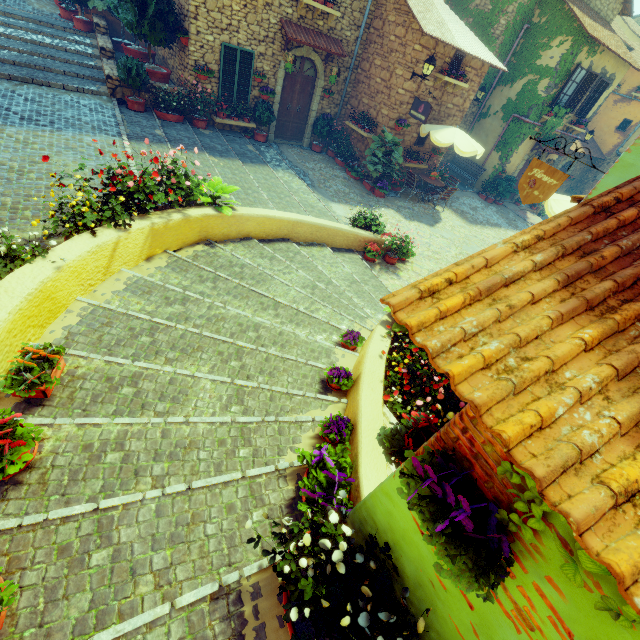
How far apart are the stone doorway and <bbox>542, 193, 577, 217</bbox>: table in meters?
9.1

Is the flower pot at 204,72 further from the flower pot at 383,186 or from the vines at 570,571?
the vines at 570,571

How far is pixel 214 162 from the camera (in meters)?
9.16

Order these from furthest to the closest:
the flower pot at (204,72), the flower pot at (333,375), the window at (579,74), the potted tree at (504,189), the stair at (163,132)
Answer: the potted tree at (504,189), the window at (579,74), the flower pot at (204,72), the stair at (163,132), the flower pot at (333,375)

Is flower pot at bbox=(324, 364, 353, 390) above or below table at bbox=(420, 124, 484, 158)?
below

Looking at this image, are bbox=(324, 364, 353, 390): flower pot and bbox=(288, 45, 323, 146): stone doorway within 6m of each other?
no

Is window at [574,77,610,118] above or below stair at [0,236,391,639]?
above

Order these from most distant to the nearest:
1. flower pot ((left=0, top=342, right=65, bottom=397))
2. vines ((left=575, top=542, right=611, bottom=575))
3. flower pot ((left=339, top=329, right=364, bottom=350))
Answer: flower pot ((left=339, top=329, right=364, bottom=350))
flower pot ((left=0, top=342, right=65, bottom=397))
vines ((left=575, top=542, right=611, bottom=575))
